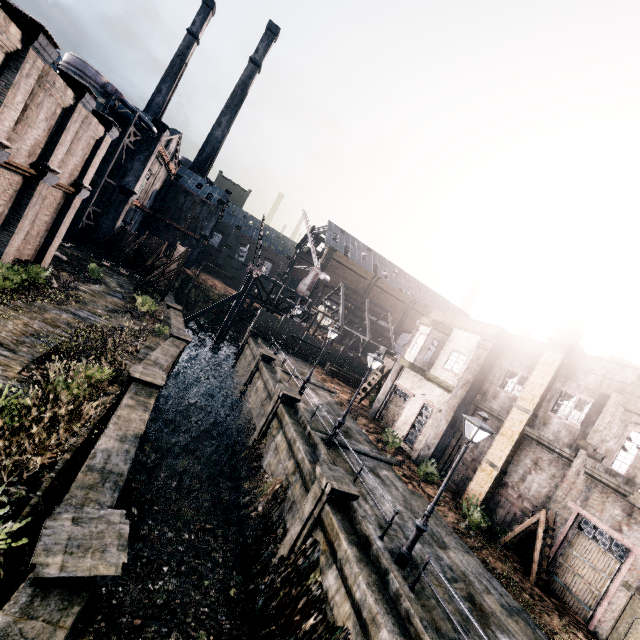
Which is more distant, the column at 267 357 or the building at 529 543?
the column at 267 357

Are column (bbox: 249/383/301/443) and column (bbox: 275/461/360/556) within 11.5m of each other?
yes

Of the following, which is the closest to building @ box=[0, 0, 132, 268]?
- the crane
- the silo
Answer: the silo

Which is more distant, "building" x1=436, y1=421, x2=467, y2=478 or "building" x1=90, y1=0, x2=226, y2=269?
"building" x1=90, y1=0, x2=226, y2=269

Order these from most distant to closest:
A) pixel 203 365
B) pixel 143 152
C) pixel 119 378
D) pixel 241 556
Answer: pixel 143 152, pixel 203 365, pixel 241 556, pixel 119 378

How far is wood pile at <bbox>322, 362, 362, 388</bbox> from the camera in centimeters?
3633cm

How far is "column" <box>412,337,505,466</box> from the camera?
20.7m

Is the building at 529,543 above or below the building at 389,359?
below
